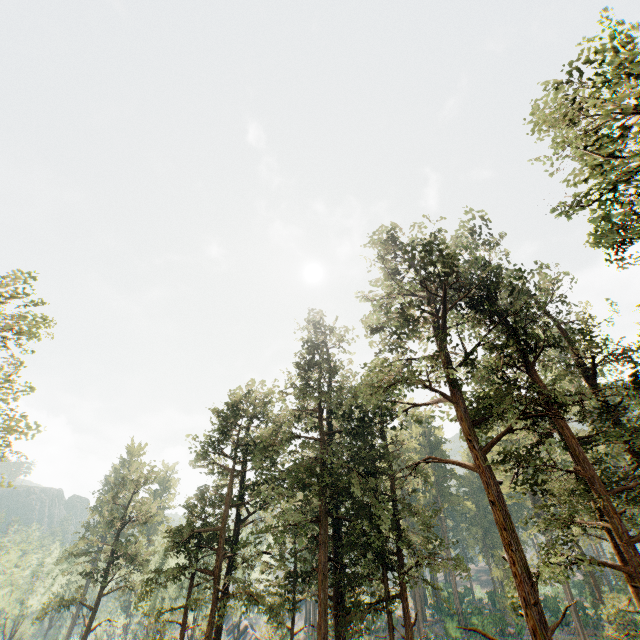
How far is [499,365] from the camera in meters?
17.5 m

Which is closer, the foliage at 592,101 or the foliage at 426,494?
the foliage at 592,101

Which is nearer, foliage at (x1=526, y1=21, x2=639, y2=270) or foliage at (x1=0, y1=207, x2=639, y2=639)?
foliage at (x1=526, y1=21, x2=639, y2=270)
